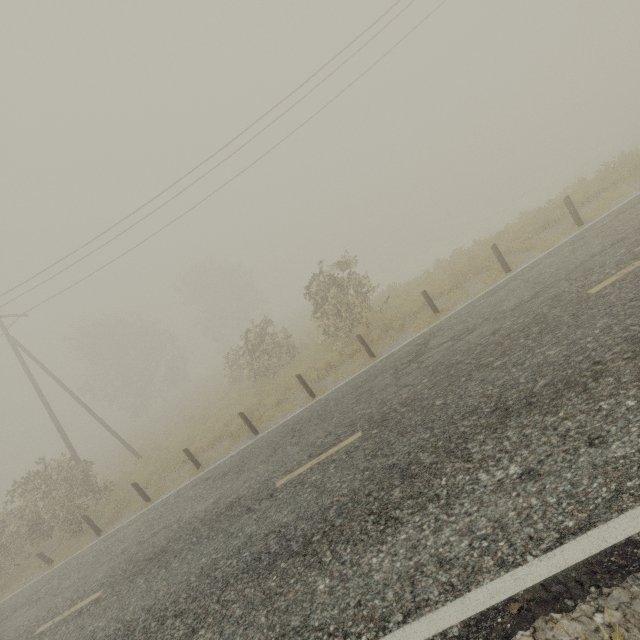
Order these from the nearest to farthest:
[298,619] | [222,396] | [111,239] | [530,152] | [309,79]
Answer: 1. [298,619]
2. [309,79]
3. [111,239]
4. [222,396]
5. [530,152]
